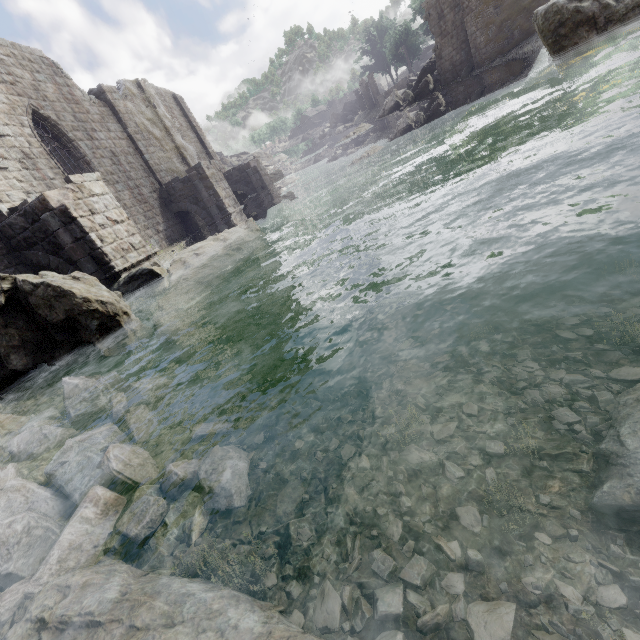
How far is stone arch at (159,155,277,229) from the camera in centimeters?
1830cm

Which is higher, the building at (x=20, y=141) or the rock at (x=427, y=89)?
the building at (x=20, y=141)

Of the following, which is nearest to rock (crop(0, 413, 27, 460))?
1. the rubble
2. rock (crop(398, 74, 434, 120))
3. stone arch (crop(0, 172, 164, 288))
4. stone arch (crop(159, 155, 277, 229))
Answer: the rubble

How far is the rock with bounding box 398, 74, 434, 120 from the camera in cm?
3159

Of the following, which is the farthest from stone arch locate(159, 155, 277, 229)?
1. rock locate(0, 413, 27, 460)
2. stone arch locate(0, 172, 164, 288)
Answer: rock locate(0, 413, 27, 460)

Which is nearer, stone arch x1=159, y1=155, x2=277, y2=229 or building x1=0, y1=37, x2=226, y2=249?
building x1=0, y1=37, x2=226, y2=249

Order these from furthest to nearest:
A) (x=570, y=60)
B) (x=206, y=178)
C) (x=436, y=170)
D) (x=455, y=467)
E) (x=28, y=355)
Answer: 1. (x=206, y=178)
2. (x=436, y=170)
3. (x=570, y=60)
4. (x=28, y=355)
5. (x=455, y=467)

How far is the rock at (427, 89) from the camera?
31.6 meters
